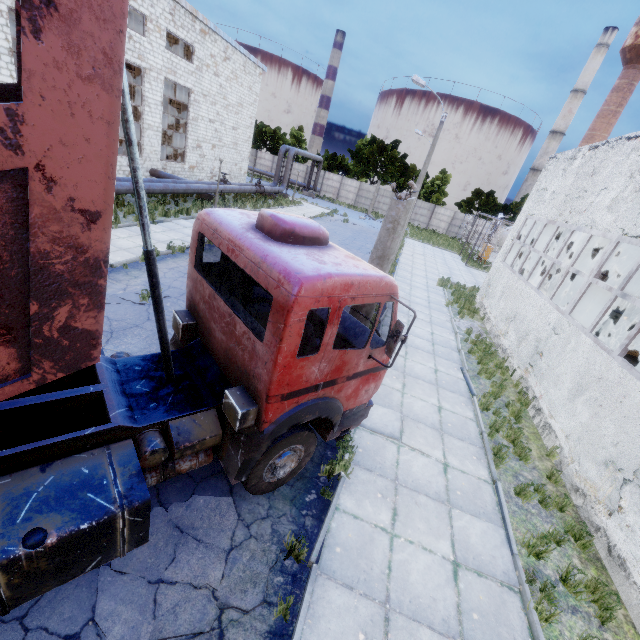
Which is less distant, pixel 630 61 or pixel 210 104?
pixel 210 104

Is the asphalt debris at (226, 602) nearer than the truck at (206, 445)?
No

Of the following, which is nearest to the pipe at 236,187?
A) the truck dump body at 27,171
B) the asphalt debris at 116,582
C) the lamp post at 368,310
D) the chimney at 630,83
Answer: the truck dump body at 27,171

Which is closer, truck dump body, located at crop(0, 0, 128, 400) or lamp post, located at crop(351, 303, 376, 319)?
truck dump body, located at crop(0, 0, 128, 400)

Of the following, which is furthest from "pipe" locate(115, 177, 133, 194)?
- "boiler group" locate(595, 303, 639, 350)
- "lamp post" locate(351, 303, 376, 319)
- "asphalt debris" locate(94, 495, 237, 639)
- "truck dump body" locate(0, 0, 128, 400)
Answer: "boiler group" locate(595, 303, 639, 350)

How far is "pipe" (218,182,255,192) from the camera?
24.2m
